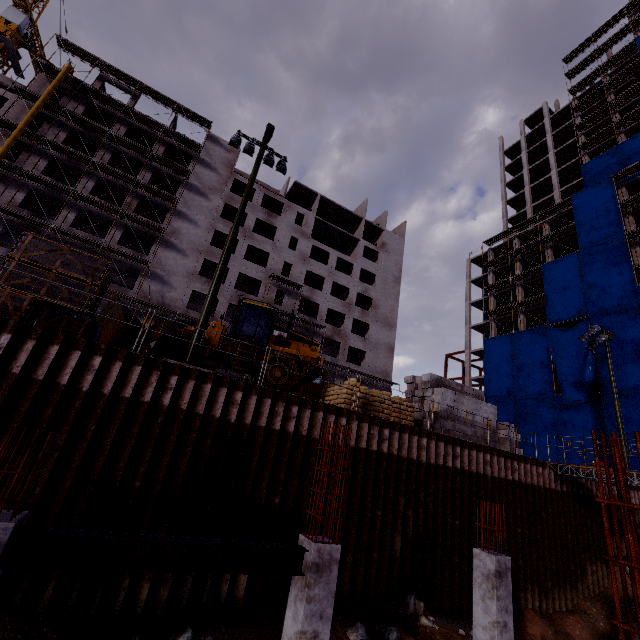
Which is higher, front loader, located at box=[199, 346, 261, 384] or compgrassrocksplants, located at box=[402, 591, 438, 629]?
front loader, located at box=[199, 346, 261, 384]

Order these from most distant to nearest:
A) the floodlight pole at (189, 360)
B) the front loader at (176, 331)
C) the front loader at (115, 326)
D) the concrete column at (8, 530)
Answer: the front loader at (176, 331) → the front loader at (115, 326) → the floodlight pole at (189, 360) → the concrete column at (8, 530)

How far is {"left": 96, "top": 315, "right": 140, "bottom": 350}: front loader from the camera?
12.41m

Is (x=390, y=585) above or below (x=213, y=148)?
below

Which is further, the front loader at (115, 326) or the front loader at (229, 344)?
the front loader at (229, 344)

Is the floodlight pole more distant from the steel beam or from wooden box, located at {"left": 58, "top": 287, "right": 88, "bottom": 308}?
the steel beam
